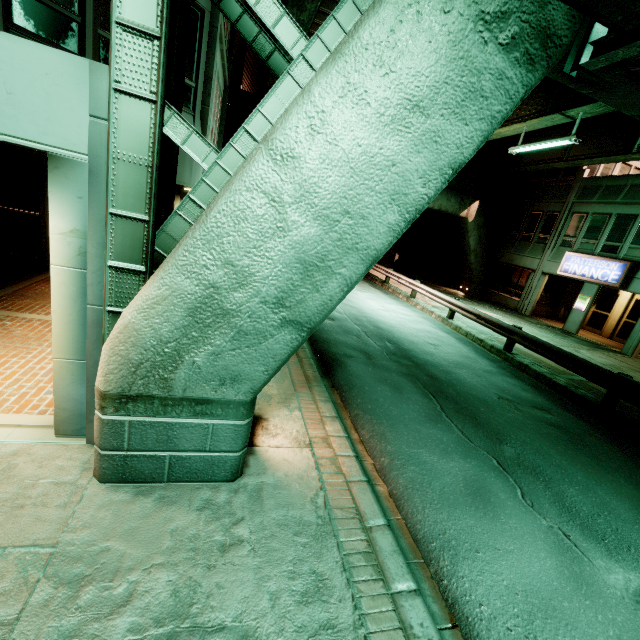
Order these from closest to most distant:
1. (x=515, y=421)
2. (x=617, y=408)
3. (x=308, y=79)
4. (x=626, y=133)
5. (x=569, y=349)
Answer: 1. (x=308, y=79)
2. (x=515, y=421)
3. (x=617, y=408)
4. (x=569, y=349)
5. (x=626, y=133)

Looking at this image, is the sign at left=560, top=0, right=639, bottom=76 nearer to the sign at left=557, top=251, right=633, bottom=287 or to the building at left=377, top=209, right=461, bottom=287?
the sign at left=557, top=251, right=633, bottom=287

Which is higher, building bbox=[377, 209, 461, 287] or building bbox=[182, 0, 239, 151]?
building bbox=[182, 0, 239, 151]

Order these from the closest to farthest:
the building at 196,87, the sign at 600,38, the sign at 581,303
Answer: the sign at 600,38
the building at 196,87
the sign at 581,303

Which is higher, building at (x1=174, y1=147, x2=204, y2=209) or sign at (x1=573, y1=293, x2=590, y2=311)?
building at (x1=174, y1=147, x2=204, y2=209)

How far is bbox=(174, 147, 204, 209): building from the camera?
5.5 meters

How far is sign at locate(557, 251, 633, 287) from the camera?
16.73m

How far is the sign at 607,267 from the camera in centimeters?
1673cm
